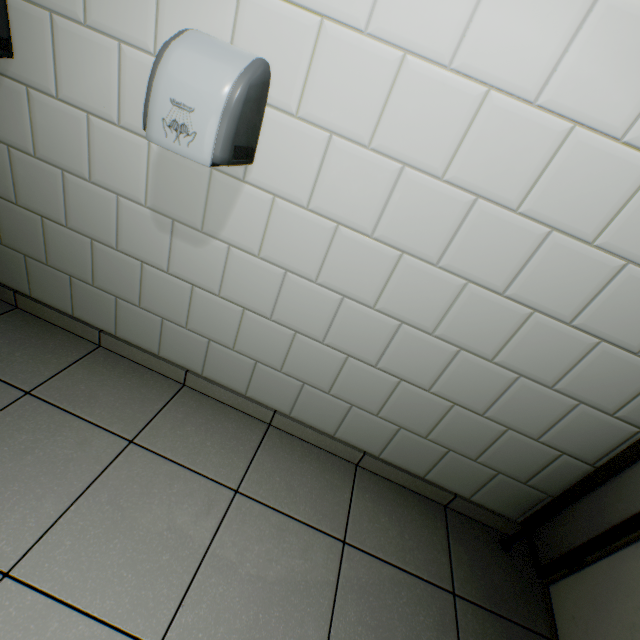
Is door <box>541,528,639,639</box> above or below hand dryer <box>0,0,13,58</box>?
below

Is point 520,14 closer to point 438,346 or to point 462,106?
point 462,106

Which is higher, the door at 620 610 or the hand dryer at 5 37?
the hand dryer at 5 37

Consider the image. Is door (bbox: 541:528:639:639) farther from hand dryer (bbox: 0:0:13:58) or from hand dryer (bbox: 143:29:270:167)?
hand dryer (bbox: 0:0:13:58)

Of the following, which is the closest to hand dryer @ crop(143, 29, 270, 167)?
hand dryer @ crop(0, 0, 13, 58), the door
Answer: hand dryer @ crop(0, 0, 13, 58)

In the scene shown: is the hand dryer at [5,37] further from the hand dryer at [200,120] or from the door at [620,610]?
the door at [620,610]
